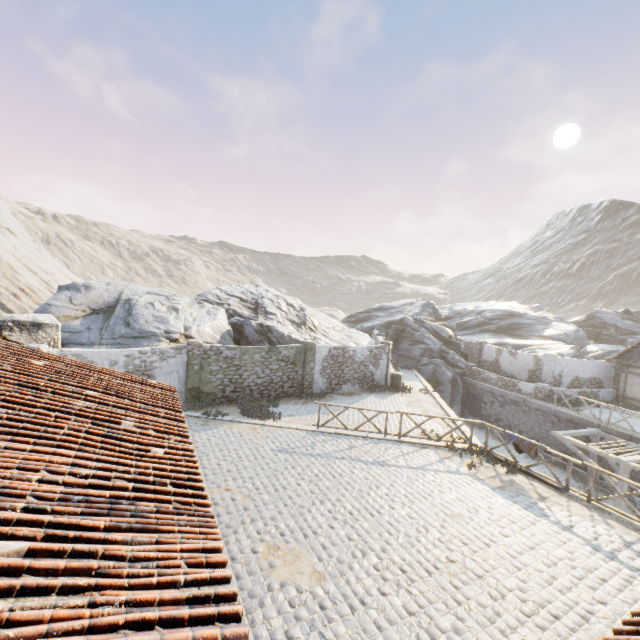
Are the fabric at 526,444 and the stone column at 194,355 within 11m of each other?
no

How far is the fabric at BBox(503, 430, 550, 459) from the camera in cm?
1126

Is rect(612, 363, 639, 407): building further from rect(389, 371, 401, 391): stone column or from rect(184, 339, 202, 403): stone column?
rect(184, 339, 202, 403): stone column

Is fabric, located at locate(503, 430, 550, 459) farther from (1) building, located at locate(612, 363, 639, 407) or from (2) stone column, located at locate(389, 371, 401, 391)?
(1) building, located at locate(612, 363, 639, 407)

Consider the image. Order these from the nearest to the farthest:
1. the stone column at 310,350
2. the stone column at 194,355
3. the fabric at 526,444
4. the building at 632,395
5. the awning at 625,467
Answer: the fabric at 526,444
the awning at 625,467
the stone column at 194,355
the stone column at 310,350
the building at 632,395

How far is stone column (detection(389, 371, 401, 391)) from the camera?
21.4 meters

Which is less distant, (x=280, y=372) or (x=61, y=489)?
(x=61, y=489)

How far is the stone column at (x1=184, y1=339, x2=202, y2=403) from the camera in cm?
1564
